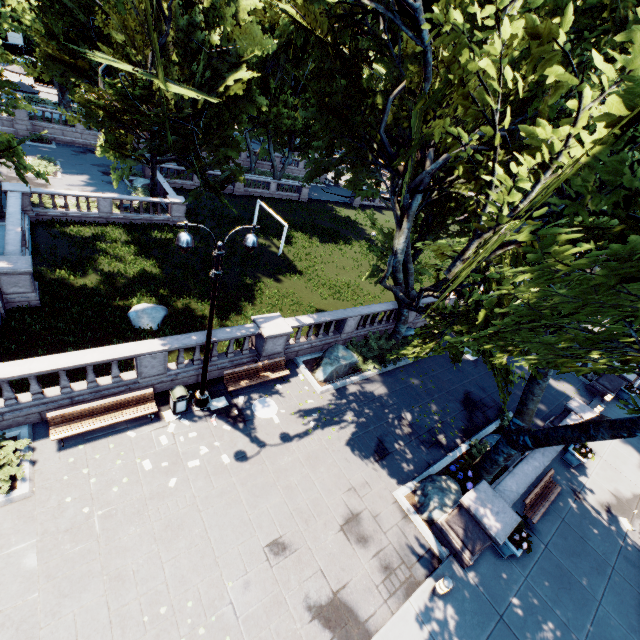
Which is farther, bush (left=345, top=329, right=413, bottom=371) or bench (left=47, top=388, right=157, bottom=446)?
bush (left=345, top=329, right=413, bottom=371)

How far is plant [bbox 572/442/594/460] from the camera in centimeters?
1497cm

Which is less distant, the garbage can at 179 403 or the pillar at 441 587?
the pillar at 441 587

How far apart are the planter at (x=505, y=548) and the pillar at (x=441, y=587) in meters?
2.7 m

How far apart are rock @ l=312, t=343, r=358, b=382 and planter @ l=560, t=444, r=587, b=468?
10.6 meters

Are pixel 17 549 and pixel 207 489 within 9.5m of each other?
yes

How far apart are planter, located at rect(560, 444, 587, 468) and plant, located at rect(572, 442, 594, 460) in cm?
4

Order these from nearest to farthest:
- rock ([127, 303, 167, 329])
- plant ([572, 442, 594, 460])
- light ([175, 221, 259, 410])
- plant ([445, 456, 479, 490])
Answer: light ([175, 221, 259, 410]) → plant ([445, 456, 479, 490]) → plant ([572, 442, 594, 460]) → rock ([127, 303, 167, 329])
